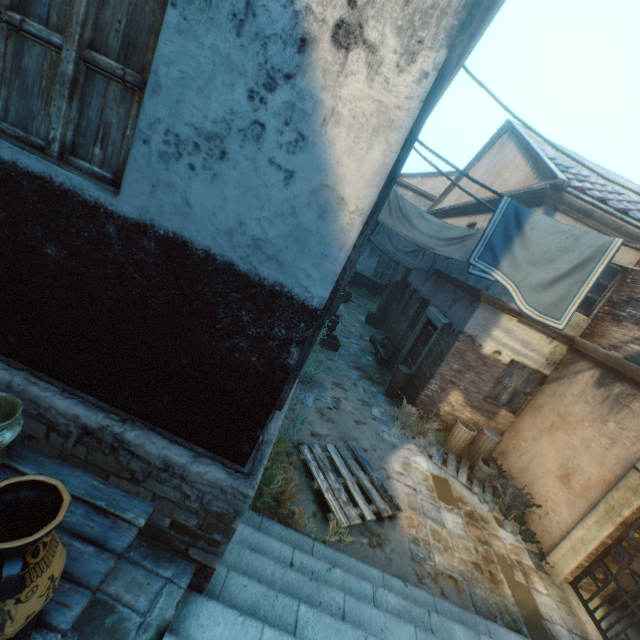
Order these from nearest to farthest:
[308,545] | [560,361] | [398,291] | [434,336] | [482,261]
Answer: [308,545], [482,261], [560,361], [434,336], [398,291]

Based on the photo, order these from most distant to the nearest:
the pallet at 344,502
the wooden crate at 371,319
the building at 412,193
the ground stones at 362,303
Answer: the building at 412,193 → the ground stones at 362,303 → the wooden crate at 371,319 → the pallet at 344,502

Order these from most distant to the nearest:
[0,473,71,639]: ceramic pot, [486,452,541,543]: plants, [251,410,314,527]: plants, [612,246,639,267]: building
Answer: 1. [612,246,639,267]: building
2. [486,452,541,543]: plants
3. [251,410,314,527]: plants
4. [0,473,71,639]: ceramic pot

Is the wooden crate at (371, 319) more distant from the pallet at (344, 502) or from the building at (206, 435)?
the pallet at (344, 502)

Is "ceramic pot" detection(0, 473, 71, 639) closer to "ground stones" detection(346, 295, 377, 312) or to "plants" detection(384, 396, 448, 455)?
"plants" detection(384, 396, 448, 455)

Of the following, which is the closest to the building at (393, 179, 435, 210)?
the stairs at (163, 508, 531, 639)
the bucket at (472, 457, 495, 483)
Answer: the stairs at (163, 508, 531, 639)

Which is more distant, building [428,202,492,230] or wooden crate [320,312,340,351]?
wooden crate [320,312,340,351]
